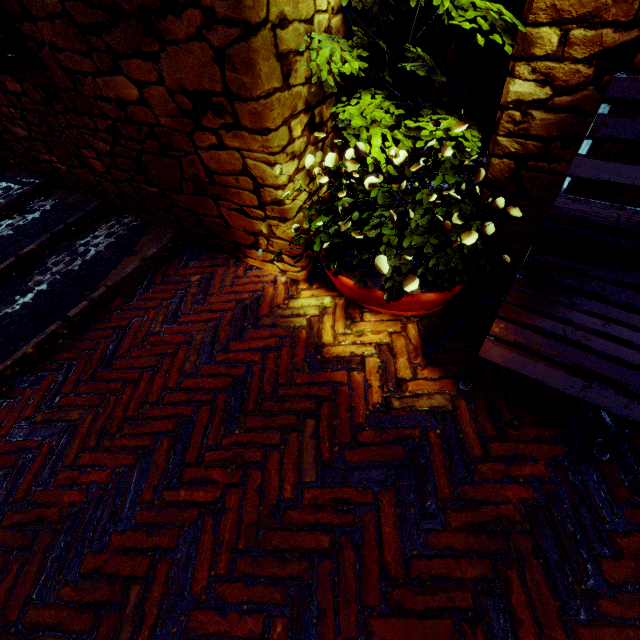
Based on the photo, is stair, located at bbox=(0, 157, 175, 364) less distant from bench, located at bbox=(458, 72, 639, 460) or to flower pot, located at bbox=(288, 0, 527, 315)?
flower pot, located at bbox=(288, 0, 527, 315)

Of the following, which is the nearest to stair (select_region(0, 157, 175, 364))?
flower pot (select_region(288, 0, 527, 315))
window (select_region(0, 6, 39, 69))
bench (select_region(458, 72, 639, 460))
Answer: window (select_region(0, 6, 39, 69))

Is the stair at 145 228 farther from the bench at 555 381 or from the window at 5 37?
the bench at 555 381

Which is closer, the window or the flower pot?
the flower pot

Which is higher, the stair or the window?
the window

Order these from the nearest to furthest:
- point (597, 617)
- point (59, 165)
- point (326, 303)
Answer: point (597, 617) < point (326, 303) < point (59, 165)

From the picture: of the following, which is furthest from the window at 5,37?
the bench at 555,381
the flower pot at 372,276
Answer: the bench at 555,381

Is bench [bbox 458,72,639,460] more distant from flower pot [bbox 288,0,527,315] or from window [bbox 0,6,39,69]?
window [bbox 0,6,39,69]
